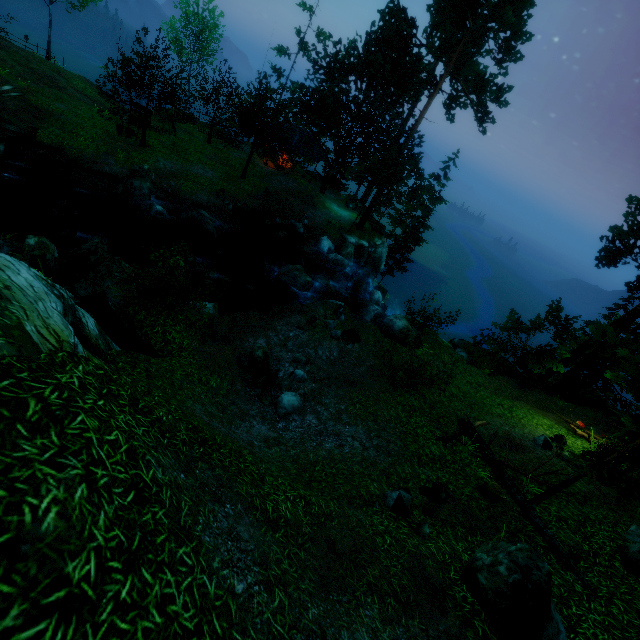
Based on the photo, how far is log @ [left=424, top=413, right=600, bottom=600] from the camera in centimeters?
756cm

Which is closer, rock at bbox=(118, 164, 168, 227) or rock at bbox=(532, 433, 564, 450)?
rock at bbox=(532, 433, 564, 450)

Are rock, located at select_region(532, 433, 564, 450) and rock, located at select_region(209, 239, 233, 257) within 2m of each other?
no

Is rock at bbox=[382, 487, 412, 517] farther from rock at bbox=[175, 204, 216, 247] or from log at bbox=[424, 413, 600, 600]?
rock at bbox=[175, 204, 216, 247]

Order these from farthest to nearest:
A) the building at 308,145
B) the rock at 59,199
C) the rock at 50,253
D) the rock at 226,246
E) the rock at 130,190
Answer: the building at 308,145
the rock at 226,246
the rock at 130,190
the rock at 59,199
the rock at 50,253

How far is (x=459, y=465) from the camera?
10.6 meters

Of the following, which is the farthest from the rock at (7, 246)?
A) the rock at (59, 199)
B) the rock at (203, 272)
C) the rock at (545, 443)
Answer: the rock at (545, 443)

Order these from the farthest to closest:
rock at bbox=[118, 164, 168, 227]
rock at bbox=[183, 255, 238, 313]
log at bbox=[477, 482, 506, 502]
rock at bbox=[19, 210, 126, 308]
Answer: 1. rock at bbox=[118, 164, 168, 227]
2. rock at bbox=[183, 255, 238, 313]
3. rock at bbox=[19, 210, 126, 308]
4. log at bbox=[477, 482, 506, 502]
